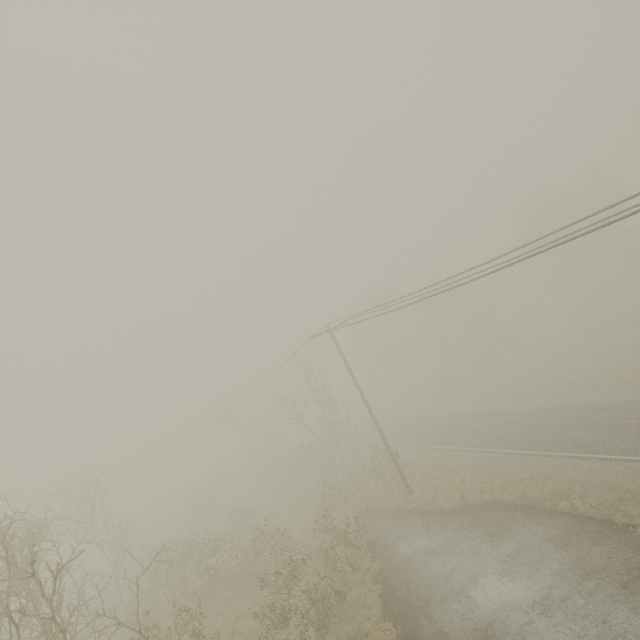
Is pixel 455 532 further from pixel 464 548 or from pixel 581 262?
pixel 581 262
